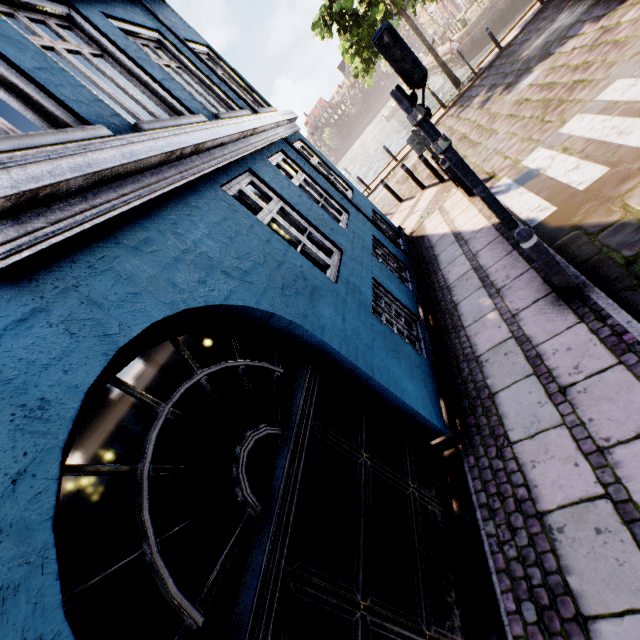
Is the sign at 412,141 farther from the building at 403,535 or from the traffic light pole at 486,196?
the traffic light pole at 486,196

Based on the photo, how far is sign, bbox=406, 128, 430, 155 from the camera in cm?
734

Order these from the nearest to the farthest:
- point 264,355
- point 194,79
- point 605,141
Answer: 1. point 605,141
2. point 194,79
3. point 264,355

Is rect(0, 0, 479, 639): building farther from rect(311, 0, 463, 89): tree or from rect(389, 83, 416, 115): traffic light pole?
rect(311, 0, 463, 89): tree

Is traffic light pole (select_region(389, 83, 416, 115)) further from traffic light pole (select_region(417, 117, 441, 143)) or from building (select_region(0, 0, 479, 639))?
building (select_region(0, 0, 479, 639))

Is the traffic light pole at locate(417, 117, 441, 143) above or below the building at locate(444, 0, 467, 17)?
above

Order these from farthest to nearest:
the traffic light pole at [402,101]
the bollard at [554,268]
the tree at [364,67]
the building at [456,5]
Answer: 1. the building at [456,5]
2. the tree at [364,67]
3. the traffic light pole at [402,101]
4. the bollard at [554,268]

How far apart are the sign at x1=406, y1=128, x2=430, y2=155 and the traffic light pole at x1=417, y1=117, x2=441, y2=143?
3.6m
